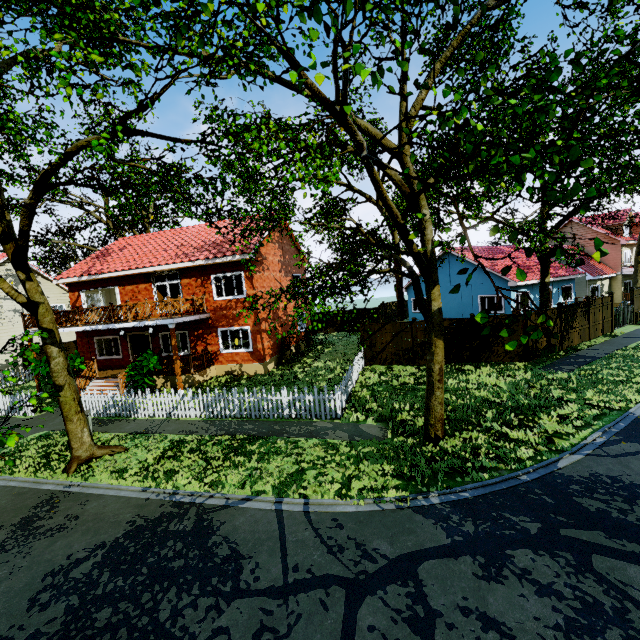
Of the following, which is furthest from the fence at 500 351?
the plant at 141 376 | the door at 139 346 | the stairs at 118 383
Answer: the door at 139 346

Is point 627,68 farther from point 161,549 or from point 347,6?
point 161,549

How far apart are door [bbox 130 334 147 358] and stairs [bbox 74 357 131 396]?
2.1 meters

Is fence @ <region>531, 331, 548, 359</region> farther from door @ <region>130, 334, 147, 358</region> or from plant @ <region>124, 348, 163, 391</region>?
door @ <region>130, 334, 147, 358</region>

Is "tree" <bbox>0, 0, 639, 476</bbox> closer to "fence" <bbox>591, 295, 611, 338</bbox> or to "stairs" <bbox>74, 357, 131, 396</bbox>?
"fence" <bbox>591, 295, 611, 338</bbox>

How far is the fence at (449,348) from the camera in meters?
16.4
